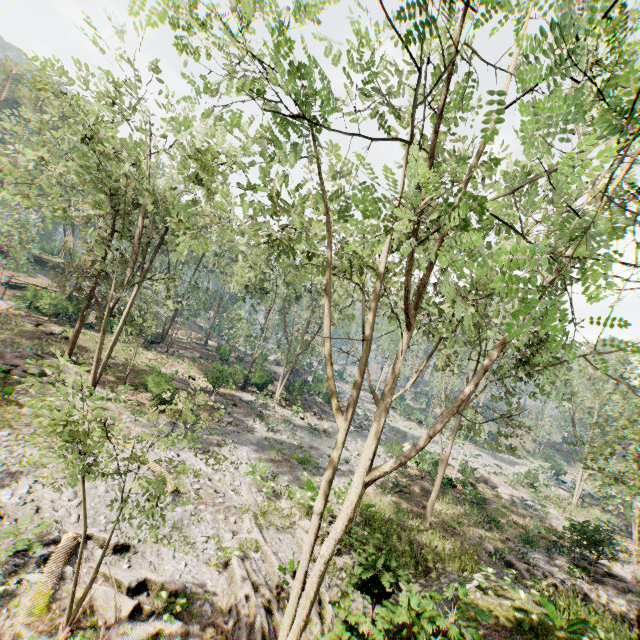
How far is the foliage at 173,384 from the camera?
8.02m

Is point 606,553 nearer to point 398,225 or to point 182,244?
point 398,225

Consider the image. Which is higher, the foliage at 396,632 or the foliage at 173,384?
the foliage at 396,632

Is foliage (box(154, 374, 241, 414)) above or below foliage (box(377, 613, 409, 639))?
below

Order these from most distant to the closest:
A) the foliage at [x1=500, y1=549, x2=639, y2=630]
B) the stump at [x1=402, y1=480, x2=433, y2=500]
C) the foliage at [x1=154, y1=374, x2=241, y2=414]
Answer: the stump at [x1=402, y1=480, x2=433, y2=500] → the foliage at [x1=500, y1=549, x2=639, y2=630] → the foliage at [x1=154, y1=374, x2=241, y2=414]

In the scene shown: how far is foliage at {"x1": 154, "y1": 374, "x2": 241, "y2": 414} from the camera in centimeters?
802cm

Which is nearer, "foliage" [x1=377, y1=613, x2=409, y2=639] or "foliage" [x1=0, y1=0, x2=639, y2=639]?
"foliage" [x1=0, y1=0, x2=639, y2=639]
